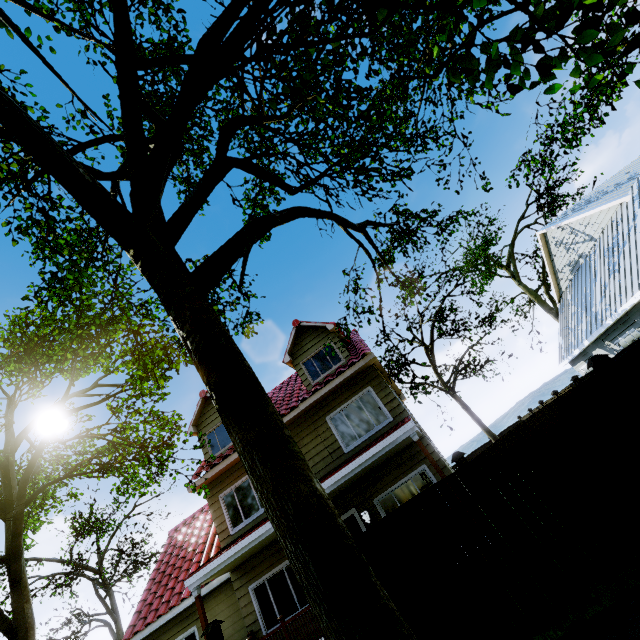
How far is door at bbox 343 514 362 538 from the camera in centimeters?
993cm

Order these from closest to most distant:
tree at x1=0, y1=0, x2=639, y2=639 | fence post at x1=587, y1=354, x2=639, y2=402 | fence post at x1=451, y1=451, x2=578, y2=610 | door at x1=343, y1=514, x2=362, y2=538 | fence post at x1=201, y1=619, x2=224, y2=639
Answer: tree at x1=0, y1=0, x2=639, y2=639, fence post at x1=451, y1=451, x2=578, y2=610, fence post at x1=587, y1=354, x2=639, y2=402, fence post at x1=201, y1=619, x2=224, y2=639, door at x1=343, y1=514, x2=362, y2=538

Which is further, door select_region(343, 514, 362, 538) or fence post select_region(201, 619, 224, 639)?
door select_region(343, 514, 362, 538)

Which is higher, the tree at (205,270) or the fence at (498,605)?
the tree at (205,270)

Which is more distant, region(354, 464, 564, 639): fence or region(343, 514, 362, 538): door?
region(343, 514, 362, 538): door

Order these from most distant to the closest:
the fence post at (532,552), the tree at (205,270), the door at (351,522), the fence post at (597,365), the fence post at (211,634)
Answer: the door at (351,522) → the fence post at (211,634) → the fence post at (597,365) → the fence post at (532,552) → the tree at (205,270)

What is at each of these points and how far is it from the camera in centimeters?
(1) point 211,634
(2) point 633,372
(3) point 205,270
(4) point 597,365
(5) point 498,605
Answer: (1) fence post, 576cm
(2) fence, 510cm
(3) tree, 432cm
(4) fence post, 524cm
(5) fence, 463cm
